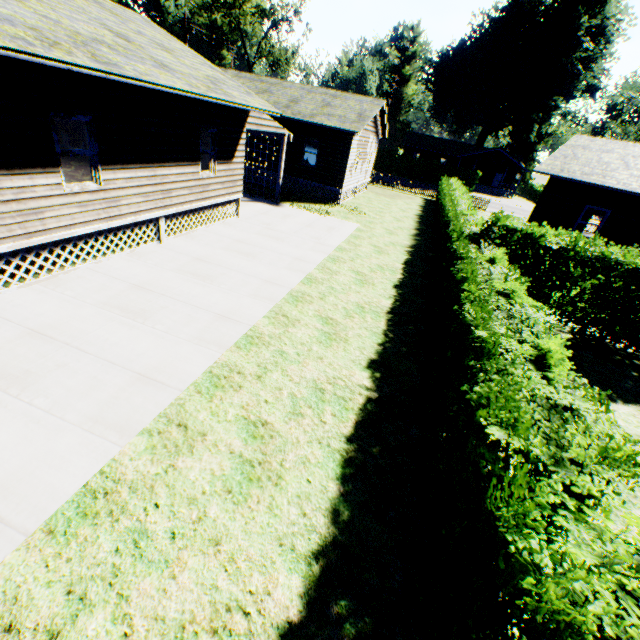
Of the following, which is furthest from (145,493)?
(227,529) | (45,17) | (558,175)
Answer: (558,175)

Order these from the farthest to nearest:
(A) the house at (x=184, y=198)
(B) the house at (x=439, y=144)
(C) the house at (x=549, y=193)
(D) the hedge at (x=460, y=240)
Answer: (B) the house at (x=439, y=144) < (C) the house at (x=549, y=193) < (A) the house at (x=184, y=198) < (D) the hedge at (x=460, y=240)

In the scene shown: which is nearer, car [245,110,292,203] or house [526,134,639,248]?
car [245,110,292,203]

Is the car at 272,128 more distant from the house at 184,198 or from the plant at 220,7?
the plant at 220,7

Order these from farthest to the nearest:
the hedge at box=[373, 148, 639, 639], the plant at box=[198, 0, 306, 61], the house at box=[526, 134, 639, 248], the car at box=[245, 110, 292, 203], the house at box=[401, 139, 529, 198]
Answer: the house at box=[401, 139, 529, 198]
the plant at box=[198, 0, 306, 61]
the house at box=[526, 134, 639, 248]
the car at box=[245, 110, 292, 203]
the hedge at box=[373, 148, 639, 639]

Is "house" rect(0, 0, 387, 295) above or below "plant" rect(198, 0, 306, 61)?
below

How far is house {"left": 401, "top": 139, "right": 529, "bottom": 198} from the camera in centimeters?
5197cm

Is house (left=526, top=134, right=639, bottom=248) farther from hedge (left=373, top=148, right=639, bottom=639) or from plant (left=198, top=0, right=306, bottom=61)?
plant (left=198, top=0, right=306, bottom=61)
